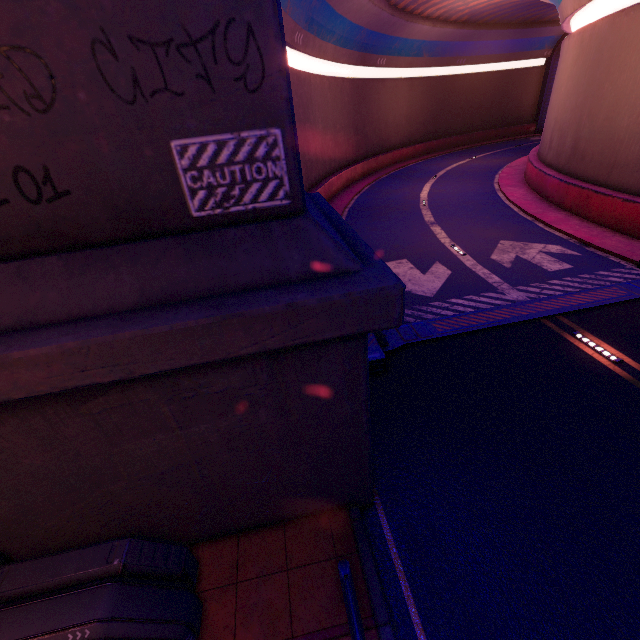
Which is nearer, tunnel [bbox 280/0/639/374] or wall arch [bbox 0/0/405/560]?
wall arch [bbox 0/0/405/560]

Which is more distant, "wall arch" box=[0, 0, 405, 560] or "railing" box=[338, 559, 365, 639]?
"railing" box=[338, 559, 365, 639]

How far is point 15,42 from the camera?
2.1 meters

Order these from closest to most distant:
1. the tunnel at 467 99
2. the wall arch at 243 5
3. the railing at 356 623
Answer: the wall arch at 243 5, the railing at 356 623, the tunnel at 467 99

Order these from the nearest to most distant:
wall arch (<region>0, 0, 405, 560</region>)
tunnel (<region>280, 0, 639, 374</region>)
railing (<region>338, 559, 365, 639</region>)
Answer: wall arch (<region>0, 0, 405, 560</region>) → railing (<region>338, 559, 365, 639</region>) → tunnel (<region>280, 0, 639, 374</region>)

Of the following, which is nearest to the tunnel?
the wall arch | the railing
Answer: the wall arch

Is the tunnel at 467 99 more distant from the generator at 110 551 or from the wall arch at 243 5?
the generator at 110 551

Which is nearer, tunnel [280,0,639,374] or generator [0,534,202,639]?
generator [0,534,202,639]
